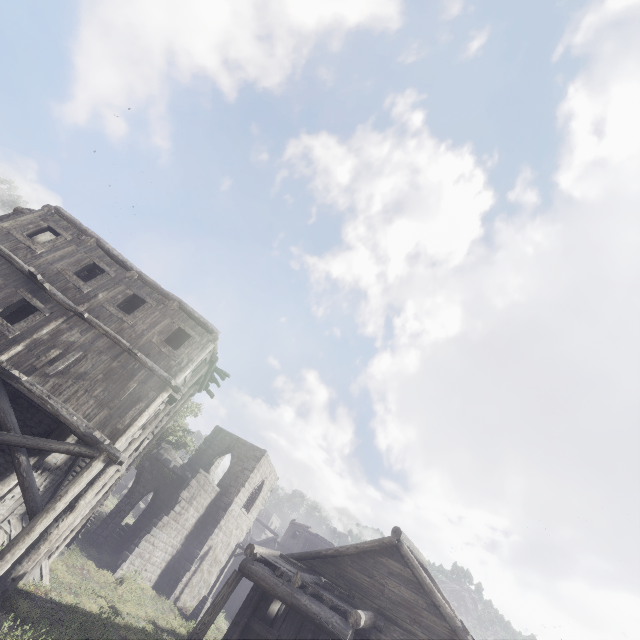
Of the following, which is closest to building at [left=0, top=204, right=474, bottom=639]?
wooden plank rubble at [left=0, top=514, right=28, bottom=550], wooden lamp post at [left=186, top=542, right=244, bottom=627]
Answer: wooden plank rubble at [left=0, top=514, right=28, bottom=550]

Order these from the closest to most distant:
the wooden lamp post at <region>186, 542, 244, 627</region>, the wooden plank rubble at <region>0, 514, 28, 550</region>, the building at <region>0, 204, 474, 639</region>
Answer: the building at <region>0, 204, 474, 639</region> → the wooden plank rubble at <region>0, 514, 28, 550</region> → the wooden lamp post at <region>186, 542, 244, 627</region>

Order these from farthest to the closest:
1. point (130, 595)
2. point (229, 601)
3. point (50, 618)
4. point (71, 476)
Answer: point (229, 601) → point (130, 595) → point (71, 476) → point (50, 618)

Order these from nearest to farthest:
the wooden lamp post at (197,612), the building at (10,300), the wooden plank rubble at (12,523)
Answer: the building at (10,300) < the wooden plank rubble at (12,523) < the wooden lamp post at (197,612)

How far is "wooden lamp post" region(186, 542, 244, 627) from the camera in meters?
21.7

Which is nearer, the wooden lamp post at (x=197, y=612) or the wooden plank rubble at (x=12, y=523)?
the wooden plank rubble at (x=12, y=523)

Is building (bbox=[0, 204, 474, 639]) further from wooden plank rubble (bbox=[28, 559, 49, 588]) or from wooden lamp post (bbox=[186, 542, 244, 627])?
wooden lamp post (bbox=[186, 542, 244, 627])
